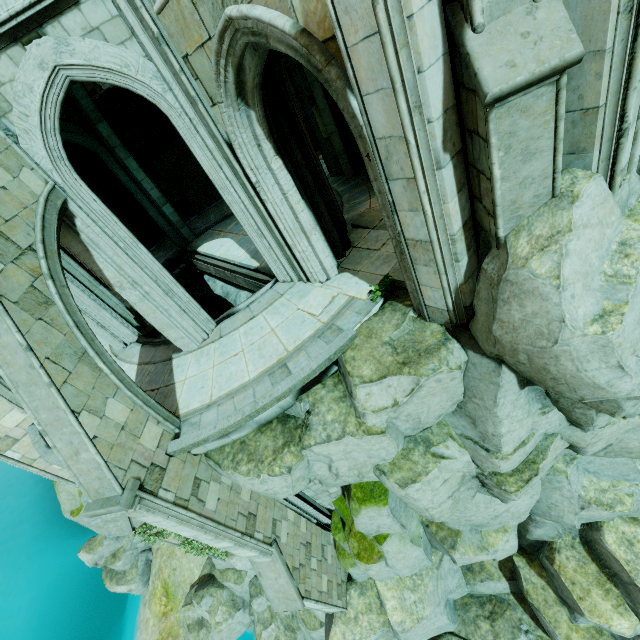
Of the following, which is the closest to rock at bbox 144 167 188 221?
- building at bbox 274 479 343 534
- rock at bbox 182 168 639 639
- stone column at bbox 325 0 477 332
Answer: rock at bbox 182 168 639 639

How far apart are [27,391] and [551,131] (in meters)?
7.77

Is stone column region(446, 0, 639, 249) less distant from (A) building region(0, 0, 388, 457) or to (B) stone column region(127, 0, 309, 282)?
(A) building region(0, 0, 388, 457)

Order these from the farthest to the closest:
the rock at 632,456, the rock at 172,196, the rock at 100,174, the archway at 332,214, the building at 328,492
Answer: the rock at 172,196 → the rock at 100,174 → the building at 328,492 → the archway at 332,214 → the rock at 632,456

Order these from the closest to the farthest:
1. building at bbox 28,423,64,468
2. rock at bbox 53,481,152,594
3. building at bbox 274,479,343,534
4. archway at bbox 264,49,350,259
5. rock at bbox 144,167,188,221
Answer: archway at bbox 264,49,350,259 < building at bbox 28,423,64,468 < building at bbox 274,479,343,534 < rock at bbox 144,167,188,221 < rock at bbox 53,481,152,594

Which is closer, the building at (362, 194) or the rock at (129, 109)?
the building at (362, 194)

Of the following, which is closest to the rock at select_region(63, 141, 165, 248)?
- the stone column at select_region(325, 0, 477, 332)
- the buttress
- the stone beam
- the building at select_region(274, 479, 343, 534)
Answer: the stone beam

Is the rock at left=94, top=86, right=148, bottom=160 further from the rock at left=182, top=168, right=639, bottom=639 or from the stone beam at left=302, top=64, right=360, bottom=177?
the stone beam at left=302, top=64, right=360, bottom=177
